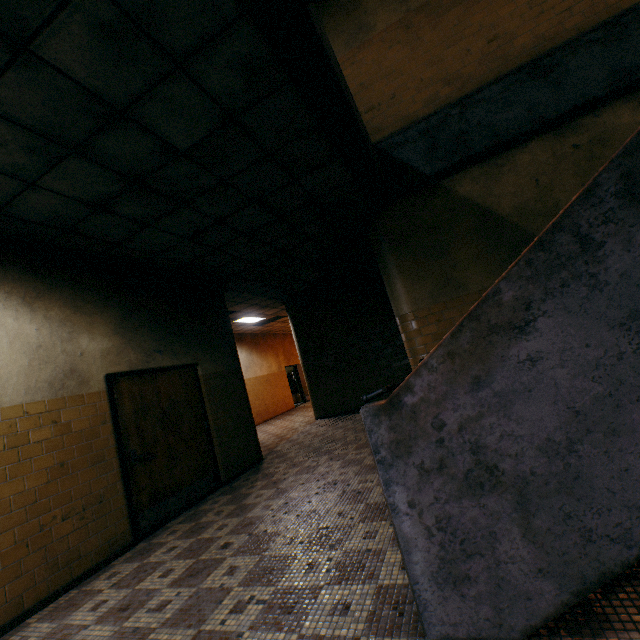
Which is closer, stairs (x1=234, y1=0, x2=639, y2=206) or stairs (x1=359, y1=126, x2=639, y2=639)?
stairs (x1=359, y1=126, x2=639, y2=639)

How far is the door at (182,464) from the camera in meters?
4.3 m

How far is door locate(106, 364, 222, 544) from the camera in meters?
4.3

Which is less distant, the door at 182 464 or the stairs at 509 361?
the stairs at 509 361

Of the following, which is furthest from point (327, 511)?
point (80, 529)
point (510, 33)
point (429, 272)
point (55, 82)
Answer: point (510, 33)

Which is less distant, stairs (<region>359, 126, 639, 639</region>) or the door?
stairs (<region>359, 126, 639, 639</region>)

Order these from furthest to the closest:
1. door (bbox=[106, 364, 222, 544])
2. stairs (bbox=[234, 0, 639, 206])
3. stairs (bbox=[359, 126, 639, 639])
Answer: door (bbox=[106, 364, 222, 544]), stairs (bbox=[234, 0, 639, 206]), stairs (bbox=[359, 126, 639, 639])
